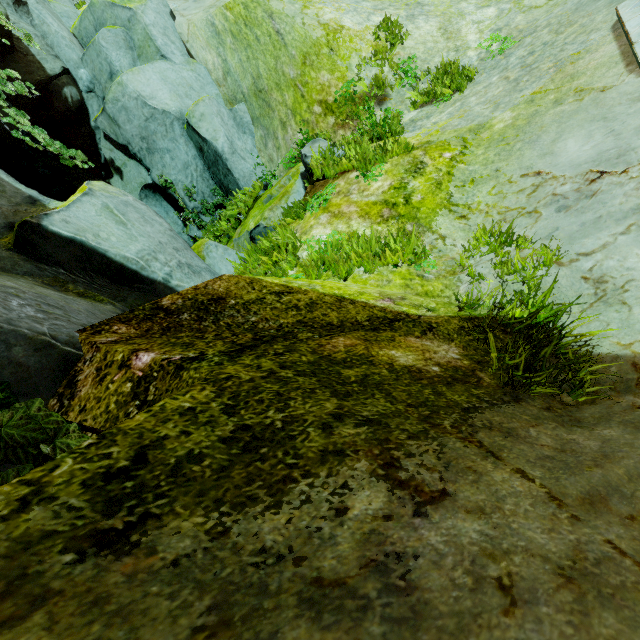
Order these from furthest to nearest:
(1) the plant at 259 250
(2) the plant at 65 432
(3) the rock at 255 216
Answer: (1) the plant at 259 250 → (3) the rock at 255 216 → (2) the plant at 65 432

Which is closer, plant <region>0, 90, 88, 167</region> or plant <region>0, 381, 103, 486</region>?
plant <region>0, 381, 103, 486</region>

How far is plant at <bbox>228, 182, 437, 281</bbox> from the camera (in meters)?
3.67

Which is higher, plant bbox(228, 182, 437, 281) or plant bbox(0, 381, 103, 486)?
plant bbox(0, 381, 103, 486)

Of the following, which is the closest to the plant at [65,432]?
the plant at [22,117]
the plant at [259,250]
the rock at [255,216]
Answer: the rock at [255,216]

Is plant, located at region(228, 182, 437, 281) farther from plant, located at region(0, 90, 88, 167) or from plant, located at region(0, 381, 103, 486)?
plant, located at region(0, 90, 88, 167)

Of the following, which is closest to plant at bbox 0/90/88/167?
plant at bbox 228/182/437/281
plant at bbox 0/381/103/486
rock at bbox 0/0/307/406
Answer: rock at bbox 0/0/307/406

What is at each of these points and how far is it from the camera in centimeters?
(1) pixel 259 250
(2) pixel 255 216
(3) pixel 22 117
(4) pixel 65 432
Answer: (1) plant, 546cm
(2) rock, 720cm
(3) plant, 570cm
(4) plant, 112cm
